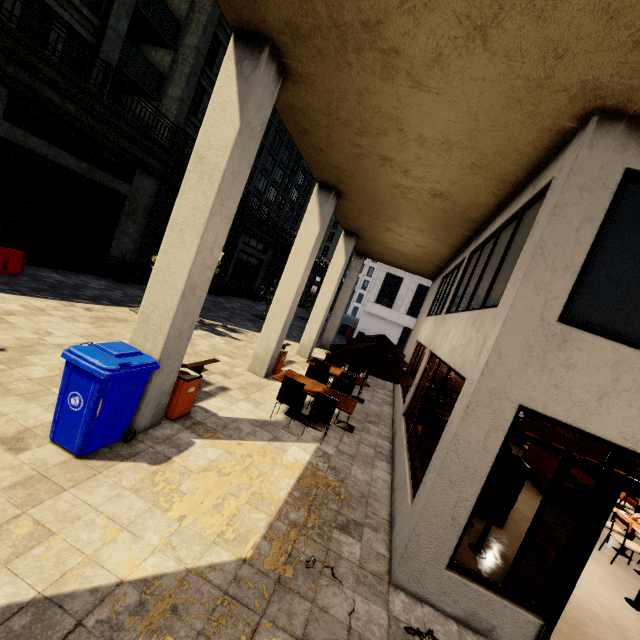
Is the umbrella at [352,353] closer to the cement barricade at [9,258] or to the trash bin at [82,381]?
the trash bin at [82,381]

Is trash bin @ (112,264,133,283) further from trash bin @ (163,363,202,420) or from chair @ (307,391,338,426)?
chair @ (307,391,338,426)

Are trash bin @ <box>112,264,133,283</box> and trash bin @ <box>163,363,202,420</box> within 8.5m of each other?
no

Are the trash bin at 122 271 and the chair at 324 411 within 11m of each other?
no

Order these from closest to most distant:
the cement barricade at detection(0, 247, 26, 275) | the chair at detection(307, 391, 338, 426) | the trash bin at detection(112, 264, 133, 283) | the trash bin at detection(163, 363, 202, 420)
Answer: the trash bin at detection(163, 363, 202, 420) → the chair at detection(307, 391, 338, 426) → the cement barricade at detection(0, 247, 26, 275) → the trash bin at detection(112, 264, 133, 283)

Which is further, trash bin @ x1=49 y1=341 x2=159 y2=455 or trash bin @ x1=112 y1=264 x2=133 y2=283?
trash bin @ x1=112 y1=264 x2=133 y2=283

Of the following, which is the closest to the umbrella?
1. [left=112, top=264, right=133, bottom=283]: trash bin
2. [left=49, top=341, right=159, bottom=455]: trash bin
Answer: [left=49, top=341, right=159, bottom=455]: trash bin

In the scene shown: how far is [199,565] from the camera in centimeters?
329cm
